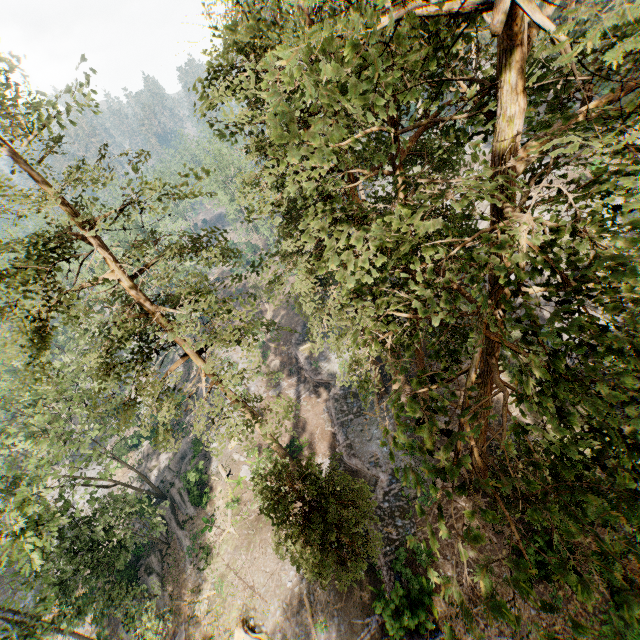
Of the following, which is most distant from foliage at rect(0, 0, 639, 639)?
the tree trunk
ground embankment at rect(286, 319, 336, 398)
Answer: the tree trunk

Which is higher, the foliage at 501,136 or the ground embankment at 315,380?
the foliage at 501,136

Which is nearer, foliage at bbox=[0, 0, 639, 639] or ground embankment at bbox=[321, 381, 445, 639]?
foliage at bbox=[0, 0, 639, 639]

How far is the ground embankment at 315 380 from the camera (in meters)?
32.85

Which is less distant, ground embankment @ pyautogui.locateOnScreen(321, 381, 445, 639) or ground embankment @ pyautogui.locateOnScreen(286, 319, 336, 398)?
ground embankment @ pyautogui.locateOnScreen(321, 381, 445, 639)

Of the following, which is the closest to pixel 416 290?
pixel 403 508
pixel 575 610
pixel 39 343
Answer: pixel 39 343

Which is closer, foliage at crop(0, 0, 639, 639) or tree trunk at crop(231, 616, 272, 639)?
foliage at crop(0, 0, 639, 639)
